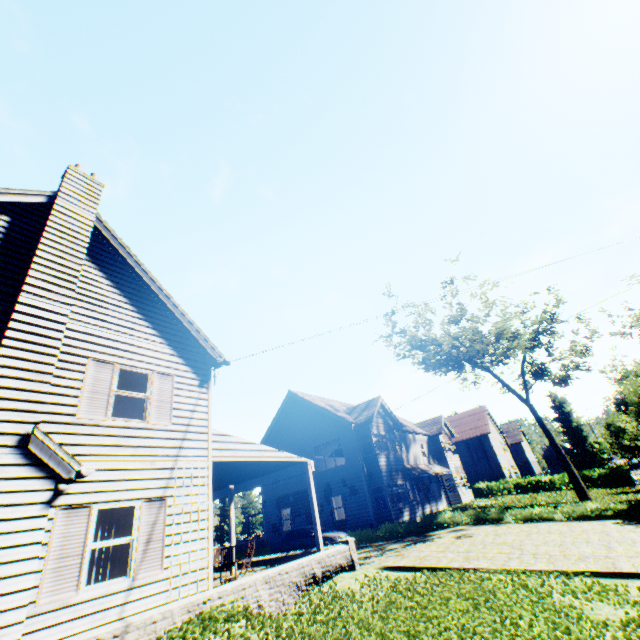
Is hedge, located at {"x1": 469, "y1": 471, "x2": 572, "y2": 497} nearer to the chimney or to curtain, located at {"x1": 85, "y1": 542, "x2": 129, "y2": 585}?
curtain, located at {"x1": 85, "y1": 542, "x2": 129, "y2": 585}

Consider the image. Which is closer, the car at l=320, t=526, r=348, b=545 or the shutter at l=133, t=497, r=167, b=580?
the shutter at l=133, t=497, r=167, b=580

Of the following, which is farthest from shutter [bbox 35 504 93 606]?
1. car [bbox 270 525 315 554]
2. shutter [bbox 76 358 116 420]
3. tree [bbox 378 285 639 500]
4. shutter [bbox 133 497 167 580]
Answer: car [bbox 270 525 315 554]

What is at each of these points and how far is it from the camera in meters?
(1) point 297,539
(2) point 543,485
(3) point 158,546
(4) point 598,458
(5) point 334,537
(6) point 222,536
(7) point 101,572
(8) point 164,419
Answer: (1) car, 18.9
(2) hedge, 34.9
(3) shutter, 7.8
(4) tree, 50.8
(5) car, 18.1
(6) tree, 56.1
(7) curtain, 7.1
(8) shutter, 9.4

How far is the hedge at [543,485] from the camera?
34.3 meters

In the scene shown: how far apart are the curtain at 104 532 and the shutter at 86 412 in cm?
194

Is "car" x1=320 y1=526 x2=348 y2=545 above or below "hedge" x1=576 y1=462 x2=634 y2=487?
above

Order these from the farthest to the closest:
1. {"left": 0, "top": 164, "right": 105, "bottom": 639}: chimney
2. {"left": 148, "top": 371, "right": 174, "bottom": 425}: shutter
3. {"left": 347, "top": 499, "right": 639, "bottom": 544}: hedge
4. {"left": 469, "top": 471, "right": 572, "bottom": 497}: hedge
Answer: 1. {"left": 469, "top": 471, "right": 572, "bottom": 497}: hedge
2. {"left": 347, "top": 499, "right": 639, "bottom": 544}: hedge
3. {"left": 148, "top": 371, "right": 174, "bottom": 425}: shutter
4. {"left": 0, "top": 164, "right": 105, "bottom": 639}: chimney
